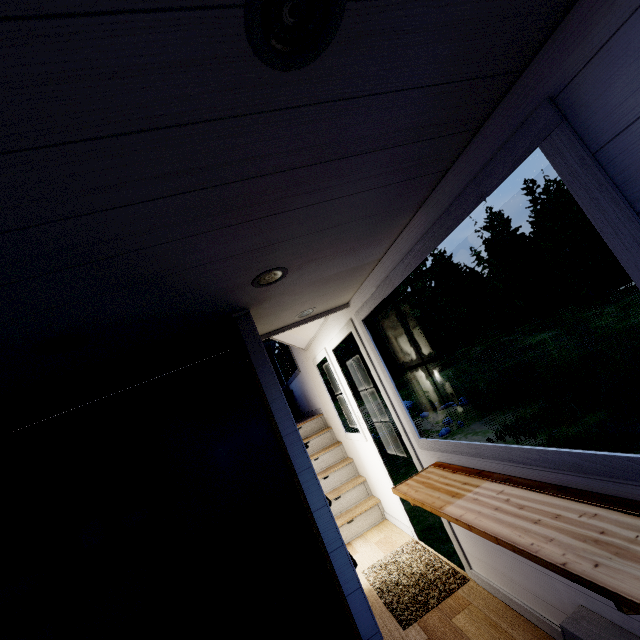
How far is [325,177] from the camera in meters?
1.2

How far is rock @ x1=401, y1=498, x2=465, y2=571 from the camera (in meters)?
5.00

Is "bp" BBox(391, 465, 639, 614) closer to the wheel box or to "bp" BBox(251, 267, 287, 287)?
the wheel box

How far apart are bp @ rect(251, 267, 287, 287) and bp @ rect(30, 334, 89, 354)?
0.9m

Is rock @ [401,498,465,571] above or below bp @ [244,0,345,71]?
below

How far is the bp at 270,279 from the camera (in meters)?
1.67

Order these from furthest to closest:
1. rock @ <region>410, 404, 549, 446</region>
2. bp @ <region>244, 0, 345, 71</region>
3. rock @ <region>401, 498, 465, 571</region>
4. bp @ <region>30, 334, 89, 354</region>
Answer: rock @ <region>410, 404, 549, 446</region> < rock @ <region>401, 498, 465, 571</region> < bp @ <region>30, 334, 89, 354</region> < bp @ <region>244, 0, 345, 71</region>

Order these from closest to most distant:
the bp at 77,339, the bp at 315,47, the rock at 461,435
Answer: the bp at 315,47, the bp at 77,339, the rock at 461,435
